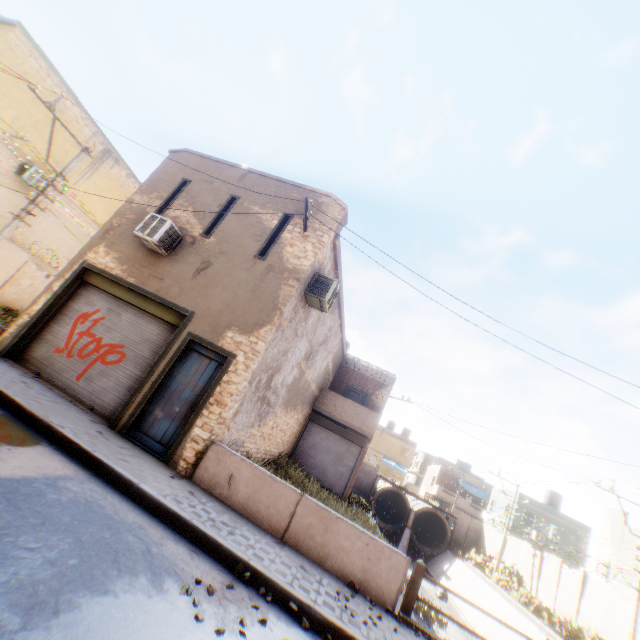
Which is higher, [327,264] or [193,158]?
[193,158]

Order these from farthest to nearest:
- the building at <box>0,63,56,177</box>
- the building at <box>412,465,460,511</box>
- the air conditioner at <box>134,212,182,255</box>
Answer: the building at <box>412,465,460,511</box> → the building at <box>0,63,56,177</box> → the air conditioner at <box>134,212,182,255</box>

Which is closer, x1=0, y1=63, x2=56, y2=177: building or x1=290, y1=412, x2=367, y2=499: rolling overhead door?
x1=0, y1=63, x2=56, y2=177: building

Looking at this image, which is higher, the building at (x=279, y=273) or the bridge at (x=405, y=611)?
the building at (x=279, y=273)

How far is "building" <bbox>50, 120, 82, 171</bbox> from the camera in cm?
Answer: 1641

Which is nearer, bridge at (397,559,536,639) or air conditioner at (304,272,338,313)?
bridge at (397,559,536,639)

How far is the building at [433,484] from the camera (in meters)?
44.34

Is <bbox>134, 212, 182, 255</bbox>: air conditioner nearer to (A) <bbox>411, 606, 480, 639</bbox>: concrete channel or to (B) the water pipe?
(A) <bbox>411, 606, 480, 639</bbox>: concrete channel
